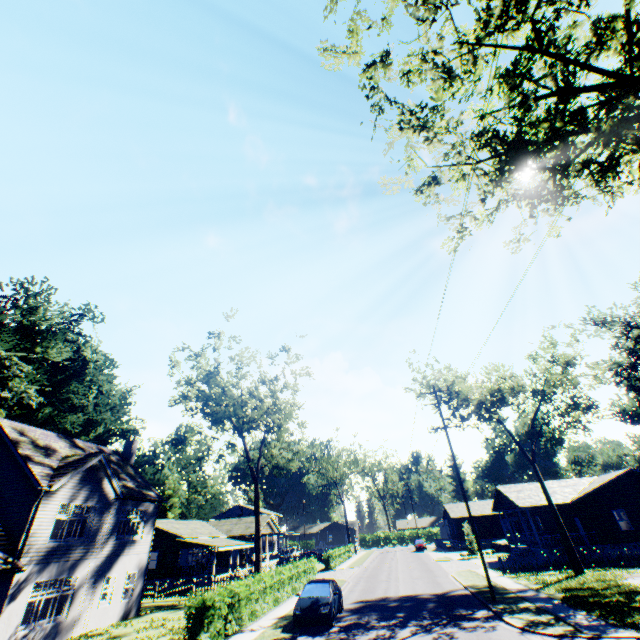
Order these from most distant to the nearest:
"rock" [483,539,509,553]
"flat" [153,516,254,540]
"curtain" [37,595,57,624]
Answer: "rock" [483,539,509,553]
"flat" [153,516,254,540]
"curtain" [37,595,57,624]

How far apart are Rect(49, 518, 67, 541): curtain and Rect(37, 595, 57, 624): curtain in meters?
1.7

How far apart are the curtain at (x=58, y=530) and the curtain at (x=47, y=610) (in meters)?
1.71

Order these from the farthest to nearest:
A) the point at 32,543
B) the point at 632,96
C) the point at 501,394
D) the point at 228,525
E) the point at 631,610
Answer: the point at 228,525
the point at 501,394
the point at 32,543
the point at 631,610
the point at 632,96

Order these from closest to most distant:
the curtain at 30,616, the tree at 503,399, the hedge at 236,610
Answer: the hedge at 236,610 → the curtain at 30,616 → the tree at 503,399

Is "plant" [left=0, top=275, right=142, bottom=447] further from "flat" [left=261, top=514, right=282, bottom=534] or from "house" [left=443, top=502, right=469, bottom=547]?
"house" [left=443, top=502, right=469, bottom=547]

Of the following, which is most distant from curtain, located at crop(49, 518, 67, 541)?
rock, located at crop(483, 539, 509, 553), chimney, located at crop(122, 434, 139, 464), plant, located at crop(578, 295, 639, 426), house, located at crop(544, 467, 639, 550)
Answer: plant, located at crop(578, 295, 639, 426)
